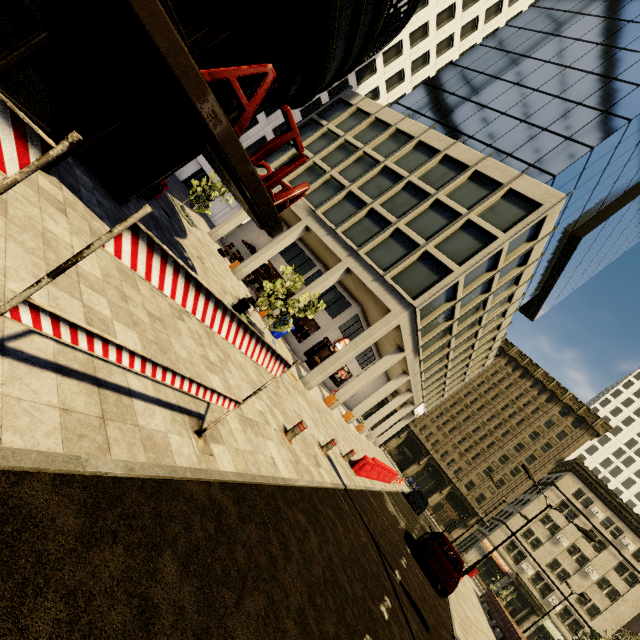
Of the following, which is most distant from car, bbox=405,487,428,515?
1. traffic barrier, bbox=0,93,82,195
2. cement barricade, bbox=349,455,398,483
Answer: traffic barrier, bbox=0,93,82,195

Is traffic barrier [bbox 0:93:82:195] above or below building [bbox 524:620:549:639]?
below

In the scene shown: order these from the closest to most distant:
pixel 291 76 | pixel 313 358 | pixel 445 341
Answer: pixel 291 76, pixel 445 341, pixel 313 358

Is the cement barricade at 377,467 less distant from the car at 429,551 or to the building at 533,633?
the car at 429,551

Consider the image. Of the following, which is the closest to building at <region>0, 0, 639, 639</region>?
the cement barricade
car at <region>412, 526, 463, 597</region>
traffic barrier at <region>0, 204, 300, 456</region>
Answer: the cement barricade

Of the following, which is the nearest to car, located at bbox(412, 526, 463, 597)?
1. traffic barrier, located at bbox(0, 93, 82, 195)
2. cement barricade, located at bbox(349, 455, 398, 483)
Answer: cement barricade, located at bbox(349, 455, 398, 483)

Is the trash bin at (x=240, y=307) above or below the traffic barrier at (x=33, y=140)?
below

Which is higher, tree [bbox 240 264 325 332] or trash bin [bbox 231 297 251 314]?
tree [bbox 240 264 325 332]
